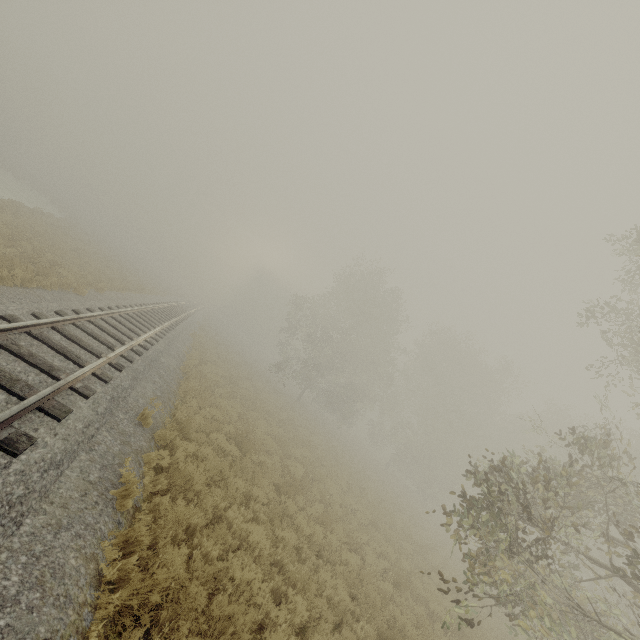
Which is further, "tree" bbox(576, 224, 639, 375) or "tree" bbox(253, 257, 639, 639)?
"tree" bbox(576, 224, 639, 375)

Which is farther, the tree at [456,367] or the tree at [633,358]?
the tree at [633,358]

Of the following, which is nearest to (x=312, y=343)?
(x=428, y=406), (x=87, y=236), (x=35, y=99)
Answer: (x=428, y=406)
